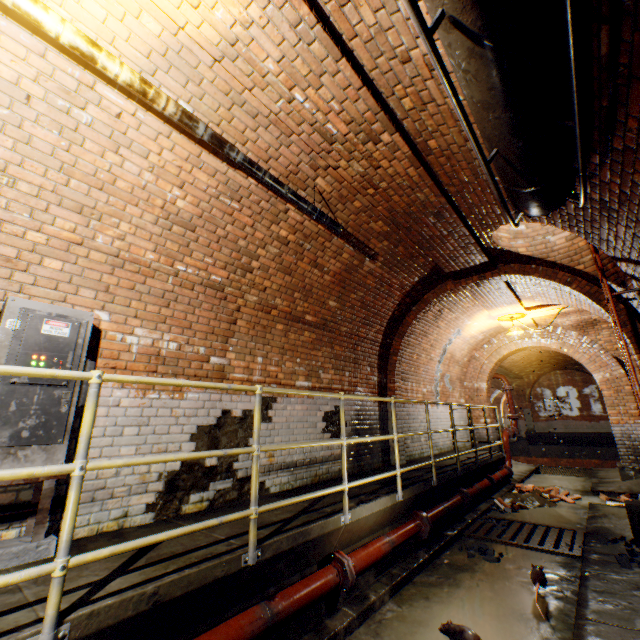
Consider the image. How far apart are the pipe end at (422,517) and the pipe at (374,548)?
0.1m

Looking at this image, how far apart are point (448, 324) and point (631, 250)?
5.68m

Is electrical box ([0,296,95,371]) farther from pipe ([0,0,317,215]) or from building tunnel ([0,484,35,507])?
pipe ([0,0,317,215])

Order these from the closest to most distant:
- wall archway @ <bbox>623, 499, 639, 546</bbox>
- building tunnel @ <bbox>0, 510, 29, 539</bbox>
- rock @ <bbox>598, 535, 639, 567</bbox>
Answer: building tunnel @ <bbox>0, 510, 29, 539</bbox> < rock @ <bbox>598, 535, 639, 567</bbox> < wall archway @ <bbox>623, 499, 639, 546</bbox>

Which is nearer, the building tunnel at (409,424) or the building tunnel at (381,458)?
the building tunnel at (381,458)

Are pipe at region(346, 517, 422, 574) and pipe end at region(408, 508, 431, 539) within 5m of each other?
yes

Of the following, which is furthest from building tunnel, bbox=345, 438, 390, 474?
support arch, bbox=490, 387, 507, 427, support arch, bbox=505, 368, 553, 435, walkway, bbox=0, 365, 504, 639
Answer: support arch, bbox=490, 387, 507, 427
